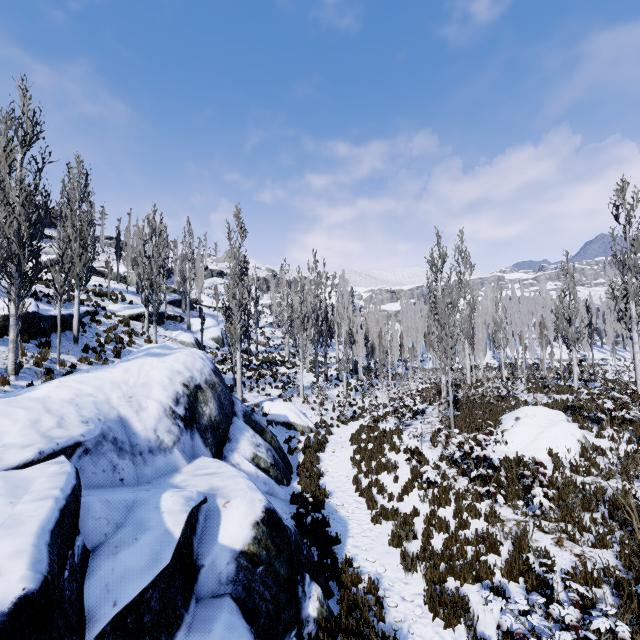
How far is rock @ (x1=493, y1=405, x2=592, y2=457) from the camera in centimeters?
1068cm

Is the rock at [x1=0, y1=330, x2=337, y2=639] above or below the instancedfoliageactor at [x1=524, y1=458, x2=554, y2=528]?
below

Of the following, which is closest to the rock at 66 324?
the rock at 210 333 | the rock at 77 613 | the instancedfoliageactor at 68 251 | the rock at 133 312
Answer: the instancedfoliageactor at 68 251

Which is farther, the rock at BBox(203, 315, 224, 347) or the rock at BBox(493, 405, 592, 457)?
the rock at BBox(203, 315, 224, 347)

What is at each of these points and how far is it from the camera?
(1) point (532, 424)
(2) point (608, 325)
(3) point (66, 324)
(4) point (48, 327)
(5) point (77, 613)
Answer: (1) rock, 11.84m
(2) instancedfoliageactor, 59.22m
(3) rock, 16.95m
(4) rock, 15.46m
(5) rock, 2.88m

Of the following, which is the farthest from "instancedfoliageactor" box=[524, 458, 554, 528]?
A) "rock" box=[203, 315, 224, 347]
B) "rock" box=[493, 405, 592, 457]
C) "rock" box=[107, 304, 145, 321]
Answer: "rock" box=[493, 405, 592, 457]

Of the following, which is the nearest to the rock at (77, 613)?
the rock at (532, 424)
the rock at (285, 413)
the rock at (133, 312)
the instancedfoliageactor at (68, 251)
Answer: the instancedfoliageactor at (68, 251)

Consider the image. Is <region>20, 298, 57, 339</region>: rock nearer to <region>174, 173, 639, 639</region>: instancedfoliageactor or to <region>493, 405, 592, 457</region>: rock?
<region>174, 173, 639, 639</region>: instancedfoliageactor
